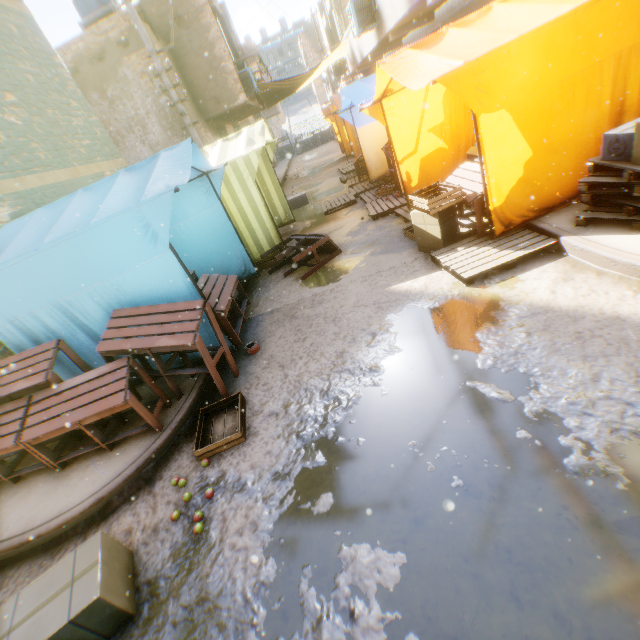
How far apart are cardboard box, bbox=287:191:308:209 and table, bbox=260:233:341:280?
4.0 meters

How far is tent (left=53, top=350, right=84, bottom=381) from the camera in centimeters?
439cm

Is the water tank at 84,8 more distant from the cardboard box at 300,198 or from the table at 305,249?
the table at 305,249

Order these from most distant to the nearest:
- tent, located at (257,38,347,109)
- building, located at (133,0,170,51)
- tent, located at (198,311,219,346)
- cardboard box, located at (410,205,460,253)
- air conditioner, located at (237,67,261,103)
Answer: tent, located at (257,38,347,109)
air conditioner, located at (237,67,261,103)
building, located at (133,0,170,51)
cardboard box, located at (410,205,460,253)
tent, located at (198,311,219,346)

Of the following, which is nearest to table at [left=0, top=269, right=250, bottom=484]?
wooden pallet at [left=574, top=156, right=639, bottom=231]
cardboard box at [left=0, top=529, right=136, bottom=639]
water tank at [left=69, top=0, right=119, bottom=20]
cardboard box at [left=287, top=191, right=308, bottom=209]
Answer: cardboard box at [left=0, top=529, right=136, bottom=639]

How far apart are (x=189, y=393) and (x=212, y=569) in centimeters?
207cm

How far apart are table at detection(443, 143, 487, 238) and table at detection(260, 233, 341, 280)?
1.9m

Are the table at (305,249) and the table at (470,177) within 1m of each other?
no
